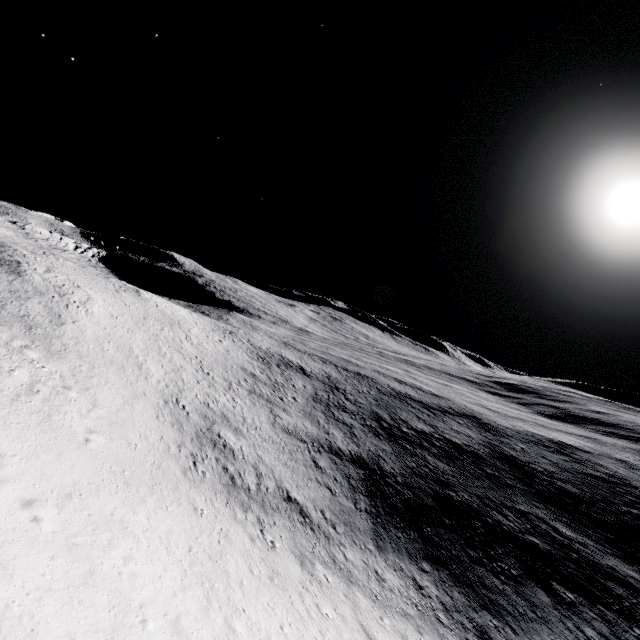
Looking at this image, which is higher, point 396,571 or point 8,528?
point 8,528
